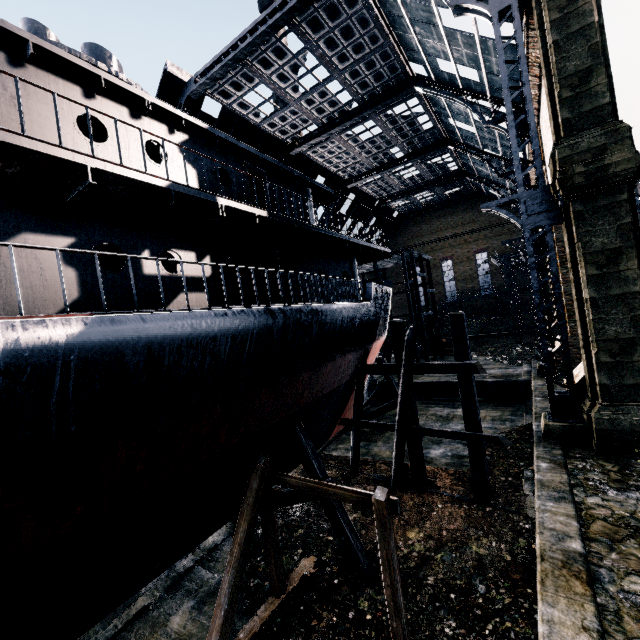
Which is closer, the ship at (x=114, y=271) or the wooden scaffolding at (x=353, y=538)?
the ship at (x=114, y=271)

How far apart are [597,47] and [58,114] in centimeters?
1619cm

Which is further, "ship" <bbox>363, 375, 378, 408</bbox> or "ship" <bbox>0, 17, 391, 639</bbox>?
"ship" <bbox>363, 375, 378, 408</bbox>

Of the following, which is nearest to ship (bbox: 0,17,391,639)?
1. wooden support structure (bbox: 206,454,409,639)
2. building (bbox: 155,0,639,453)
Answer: wooden support structure (bbox: 206,454,409,639)

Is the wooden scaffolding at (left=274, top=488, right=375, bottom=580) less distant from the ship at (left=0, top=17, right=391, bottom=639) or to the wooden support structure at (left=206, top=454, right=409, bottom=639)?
the ship at (left=0, top=17, right=391, bottom=639)

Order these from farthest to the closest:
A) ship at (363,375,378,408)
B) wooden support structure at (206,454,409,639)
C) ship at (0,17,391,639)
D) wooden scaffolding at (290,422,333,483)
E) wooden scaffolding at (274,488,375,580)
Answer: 1. ship at (363,375,378,408)
2. wooden scaffolding at (290,422,333,483)
3. wooden scaffolding at (274,488,375,580)
4. wooden support structure at (206,454,409,639)
5. ship at (0,17,391,639)

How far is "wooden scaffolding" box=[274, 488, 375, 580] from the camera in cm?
1022
